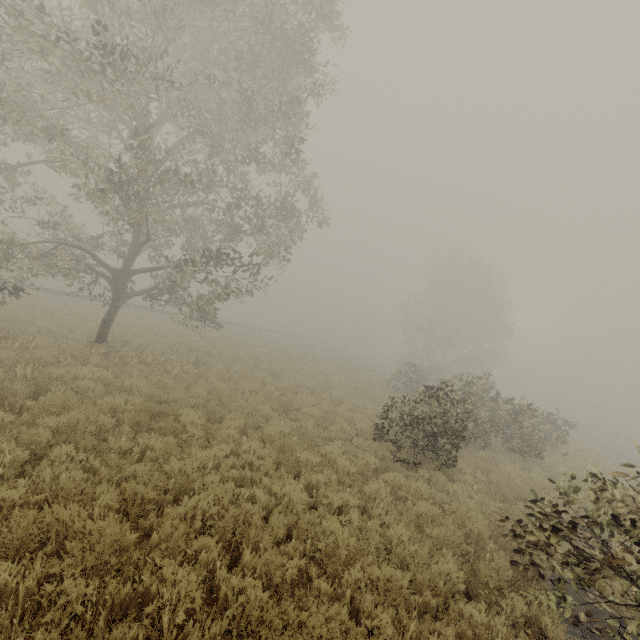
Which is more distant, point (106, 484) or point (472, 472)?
point (472, 472)

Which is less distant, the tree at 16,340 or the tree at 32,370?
the tree at 32,370

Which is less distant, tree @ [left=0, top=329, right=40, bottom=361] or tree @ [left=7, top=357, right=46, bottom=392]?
tree @ [left=7, top=357, right=46, bottom=392]

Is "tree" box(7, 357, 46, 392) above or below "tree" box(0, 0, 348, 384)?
below

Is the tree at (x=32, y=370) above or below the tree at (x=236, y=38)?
below

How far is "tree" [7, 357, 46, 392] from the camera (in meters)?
7.95
